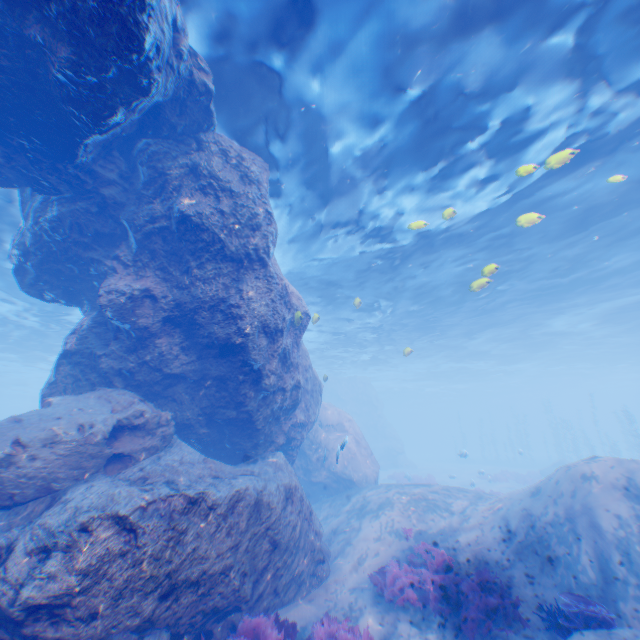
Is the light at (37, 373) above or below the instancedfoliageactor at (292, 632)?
above

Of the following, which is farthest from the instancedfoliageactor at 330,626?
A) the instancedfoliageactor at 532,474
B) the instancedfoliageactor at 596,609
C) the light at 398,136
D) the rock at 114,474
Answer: the instancedfoliageactor at 532,474

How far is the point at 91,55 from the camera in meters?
4.7

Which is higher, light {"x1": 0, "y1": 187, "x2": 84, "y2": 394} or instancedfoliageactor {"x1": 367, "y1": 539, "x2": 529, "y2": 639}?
light {"x1": 0, "y1": 187, "x2": 84, "y2": 394}

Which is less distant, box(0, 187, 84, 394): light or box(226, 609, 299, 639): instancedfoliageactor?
box(226, 609, 299, 639): instancedfoliageactor

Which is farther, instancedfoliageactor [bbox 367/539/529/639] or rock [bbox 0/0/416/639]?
instancedfoliageactor [bbox 367/539/529/639]

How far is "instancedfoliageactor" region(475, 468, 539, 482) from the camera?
26.94m

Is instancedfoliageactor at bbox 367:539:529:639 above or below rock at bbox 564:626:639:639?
below
